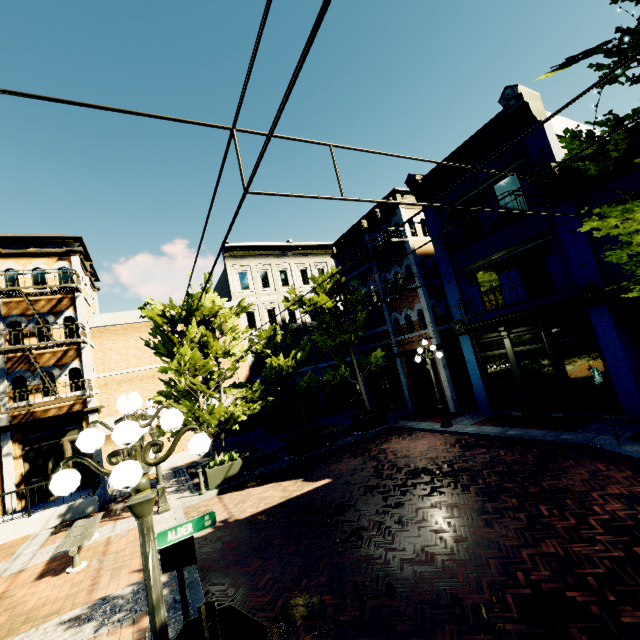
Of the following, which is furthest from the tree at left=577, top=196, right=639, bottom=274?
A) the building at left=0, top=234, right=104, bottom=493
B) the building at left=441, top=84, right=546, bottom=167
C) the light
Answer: the light

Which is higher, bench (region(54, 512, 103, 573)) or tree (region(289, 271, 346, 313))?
tree (region(289, 271, 346, 313))

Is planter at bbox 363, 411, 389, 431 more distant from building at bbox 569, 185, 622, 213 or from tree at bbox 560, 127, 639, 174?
building at bbox 569, 185, 622, 213

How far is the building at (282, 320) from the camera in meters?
23.6 m

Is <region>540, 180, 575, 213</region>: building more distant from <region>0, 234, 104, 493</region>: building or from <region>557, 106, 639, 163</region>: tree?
<region>0, 234, 104, 493</region>: building

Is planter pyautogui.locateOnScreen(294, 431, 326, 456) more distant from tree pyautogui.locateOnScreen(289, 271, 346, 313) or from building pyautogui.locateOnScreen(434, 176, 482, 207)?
building pyautogui.locateOnScreen(434, 176, 482, 207)

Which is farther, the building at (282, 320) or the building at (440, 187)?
the building at (282, 320)

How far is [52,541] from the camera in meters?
10.2 m
